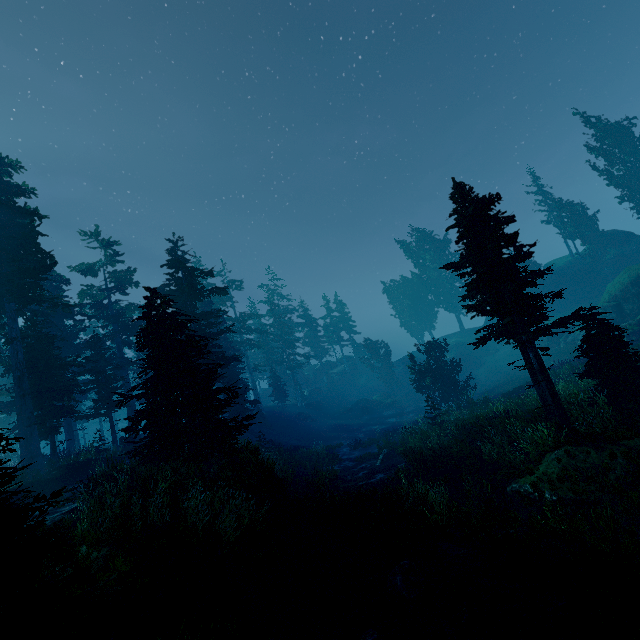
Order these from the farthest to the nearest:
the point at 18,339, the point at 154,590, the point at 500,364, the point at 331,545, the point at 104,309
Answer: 1. the point at 500,364
2. the point at 104,309
3. the point at 18,339
4. the point at 331,545
5. the point at 154,590

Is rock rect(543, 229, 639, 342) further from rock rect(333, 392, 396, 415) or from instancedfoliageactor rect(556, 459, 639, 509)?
rock rect(333, 392, 396, 415)

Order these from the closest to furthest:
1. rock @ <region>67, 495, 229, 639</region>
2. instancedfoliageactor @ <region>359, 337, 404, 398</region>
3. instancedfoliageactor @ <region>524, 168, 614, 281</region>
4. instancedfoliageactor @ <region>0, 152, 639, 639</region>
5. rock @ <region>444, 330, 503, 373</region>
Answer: rock @ <region>67, 495, 229, 639</region> → instancedfoliageactor @ <region>0, 152, 639, 639</region> → instancedfoliageactor @ <region>524, 168, 614, 281</region> → rock @ <region>444, 330, 503, 373</region> → instancedfoliageactor @ <region>359, 337, 404, 398</region>

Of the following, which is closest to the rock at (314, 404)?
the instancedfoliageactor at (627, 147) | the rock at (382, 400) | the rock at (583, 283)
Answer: the instancedfoliageactor at (627, 147)

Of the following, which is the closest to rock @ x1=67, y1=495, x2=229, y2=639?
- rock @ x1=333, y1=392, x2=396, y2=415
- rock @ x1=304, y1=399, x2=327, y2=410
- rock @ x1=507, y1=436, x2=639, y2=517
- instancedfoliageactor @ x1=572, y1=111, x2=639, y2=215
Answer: instancedfoliageactor @ x1=572, y1=111, x2=639, y2=215

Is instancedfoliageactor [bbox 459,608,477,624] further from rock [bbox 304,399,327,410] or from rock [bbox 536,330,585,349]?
rock [bbox 304,399,327,410]

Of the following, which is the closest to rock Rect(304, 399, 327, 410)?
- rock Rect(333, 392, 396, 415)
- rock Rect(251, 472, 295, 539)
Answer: rock Rect(333, 392, 396, 415)

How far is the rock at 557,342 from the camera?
32.94m
